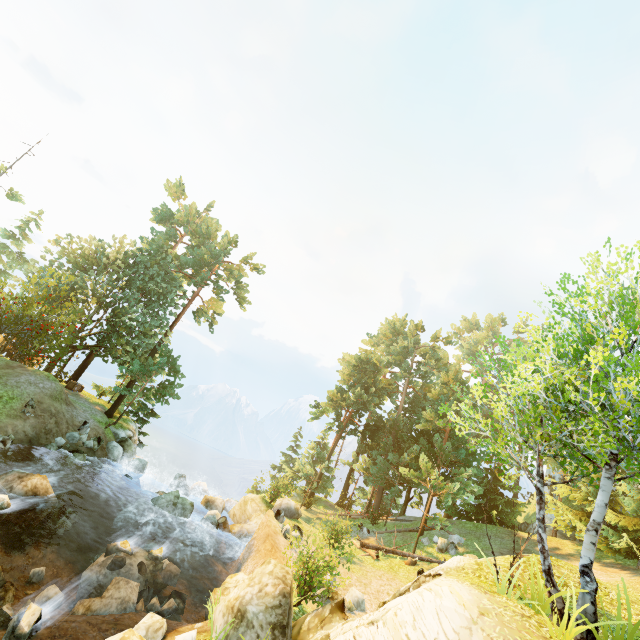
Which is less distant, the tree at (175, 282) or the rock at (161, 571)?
the rock at (161, 571)

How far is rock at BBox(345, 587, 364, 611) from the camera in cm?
1506

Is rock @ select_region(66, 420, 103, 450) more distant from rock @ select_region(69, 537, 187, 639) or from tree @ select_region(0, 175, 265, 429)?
rock @ select_region(69, 537, 187, 639)

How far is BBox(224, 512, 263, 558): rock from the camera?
20.1 meters

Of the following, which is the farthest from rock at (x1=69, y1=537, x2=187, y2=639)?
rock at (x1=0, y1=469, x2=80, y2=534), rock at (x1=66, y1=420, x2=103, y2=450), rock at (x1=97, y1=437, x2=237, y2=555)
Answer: rock at (x1=66, y1=420, x2=103, y2=450)

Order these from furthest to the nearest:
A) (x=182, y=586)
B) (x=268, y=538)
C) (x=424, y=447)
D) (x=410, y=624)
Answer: (x=424, y=447) < (x=268, y=538) < (x=182, y=586) < (x=410, y=624)

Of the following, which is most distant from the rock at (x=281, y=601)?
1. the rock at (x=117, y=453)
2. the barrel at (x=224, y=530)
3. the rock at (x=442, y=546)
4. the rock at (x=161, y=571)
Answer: the rock at (x=442, y=546)
